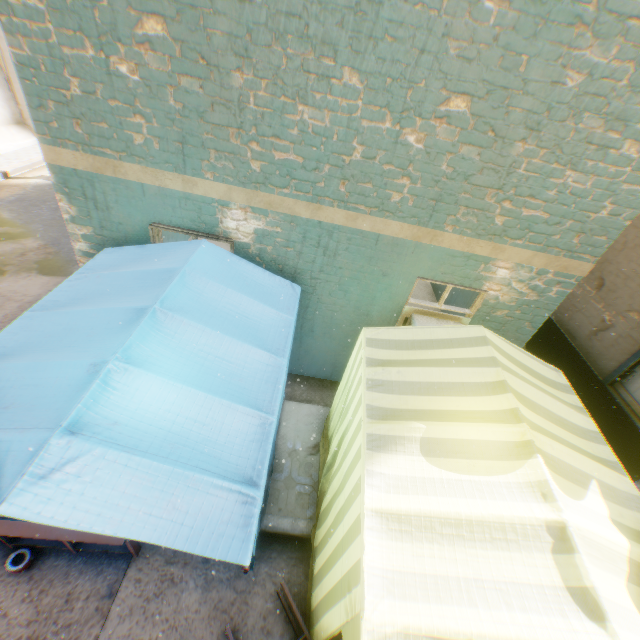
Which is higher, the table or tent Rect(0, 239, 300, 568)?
tent Rect(0, 239, 300, 568)

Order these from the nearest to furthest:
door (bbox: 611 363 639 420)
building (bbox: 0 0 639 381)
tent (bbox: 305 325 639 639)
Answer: tent (bbox: 305 325 639 639)
building (bbox: 0 0 639 381)
door (bbox: 611 363 639 420)

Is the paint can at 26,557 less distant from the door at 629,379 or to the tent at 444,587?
the tent at 444,587

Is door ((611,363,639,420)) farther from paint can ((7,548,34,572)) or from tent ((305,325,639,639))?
paint can ((7,548,34,572))

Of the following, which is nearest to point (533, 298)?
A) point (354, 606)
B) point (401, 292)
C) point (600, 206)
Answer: point (600, 206)

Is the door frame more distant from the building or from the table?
the table

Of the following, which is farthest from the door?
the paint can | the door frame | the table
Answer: the paint can

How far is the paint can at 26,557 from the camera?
3.4m
